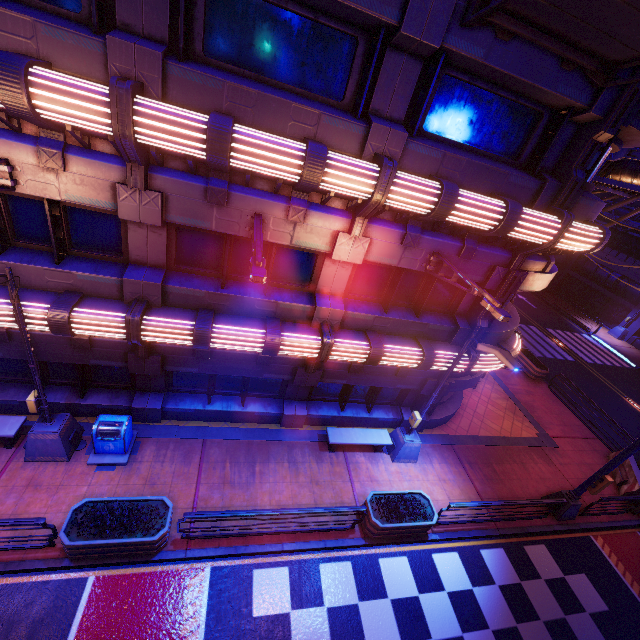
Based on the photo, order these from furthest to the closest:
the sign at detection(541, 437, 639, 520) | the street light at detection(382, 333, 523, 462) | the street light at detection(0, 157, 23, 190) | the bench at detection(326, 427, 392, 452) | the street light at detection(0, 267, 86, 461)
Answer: the bench at detection(326, 427, 392, 452)
the sign at detection(541, 437, 639, 520)
the street light at detection(382, 333, 523, 462)
the street light at detection(0, 267, 86, 461)
the street light at detection(0, 157, 23, 190)

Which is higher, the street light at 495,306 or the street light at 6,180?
the street light at 495,306

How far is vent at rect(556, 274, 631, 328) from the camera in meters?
31.9

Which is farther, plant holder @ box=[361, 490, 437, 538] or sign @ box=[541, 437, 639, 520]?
sign @ box=[541, 437, 639, 520]

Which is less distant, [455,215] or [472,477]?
[455,215]

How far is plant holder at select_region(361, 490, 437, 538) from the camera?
9.4 meters

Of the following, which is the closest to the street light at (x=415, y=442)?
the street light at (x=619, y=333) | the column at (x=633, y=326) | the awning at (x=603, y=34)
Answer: the awning at (x=603, y=34)

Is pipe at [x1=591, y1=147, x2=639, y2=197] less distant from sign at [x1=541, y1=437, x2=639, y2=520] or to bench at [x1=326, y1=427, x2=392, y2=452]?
sign at [x1=541, y1=437, x2=639, y2=520]
